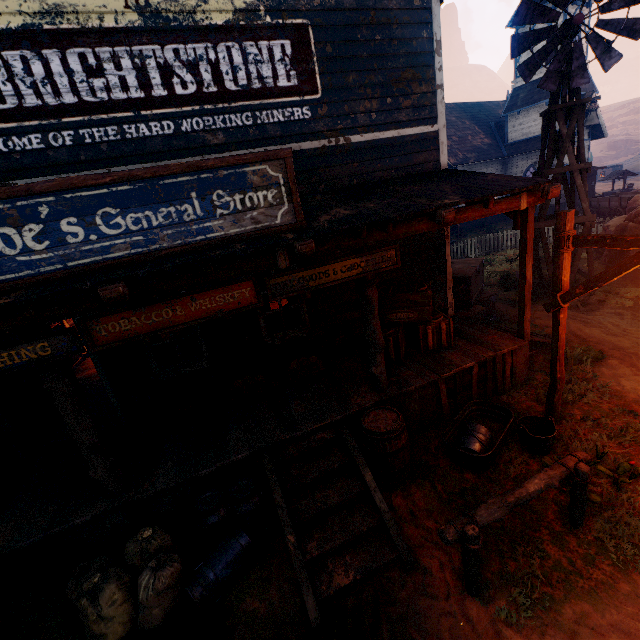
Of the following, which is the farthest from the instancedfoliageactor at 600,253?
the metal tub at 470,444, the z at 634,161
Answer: the metal tub at 470,444

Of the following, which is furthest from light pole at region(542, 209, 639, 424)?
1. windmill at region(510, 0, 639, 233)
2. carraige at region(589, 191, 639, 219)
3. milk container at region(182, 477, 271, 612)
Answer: carraige at region(589, 191, 639, 219)

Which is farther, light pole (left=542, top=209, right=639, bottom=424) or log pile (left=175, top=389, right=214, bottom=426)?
log pile (left=175, top=389, right=214, bottom=426)

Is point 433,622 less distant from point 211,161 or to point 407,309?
point 407,309

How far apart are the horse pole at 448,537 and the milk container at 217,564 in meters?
2.3 m

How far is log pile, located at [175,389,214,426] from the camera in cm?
543

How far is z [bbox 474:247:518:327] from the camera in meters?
9.3 m

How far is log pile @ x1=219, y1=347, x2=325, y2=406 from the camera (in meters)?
5.71
